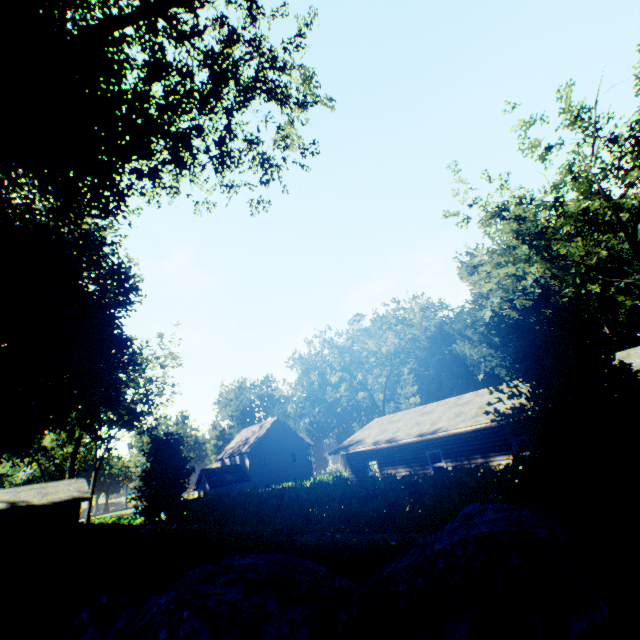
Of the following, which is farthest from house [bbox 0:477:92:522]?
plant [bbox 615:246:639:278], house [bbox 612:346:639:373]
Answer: plant [bbox 615:246:639:278]

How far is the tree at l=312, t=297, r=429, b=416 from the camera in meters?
39.3 m

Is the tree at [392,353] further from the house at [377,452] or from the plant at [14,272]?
the plant at [14,272]

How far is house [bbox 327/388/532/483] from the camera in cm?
1698

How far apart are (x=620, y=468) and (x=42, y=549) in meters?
7.1

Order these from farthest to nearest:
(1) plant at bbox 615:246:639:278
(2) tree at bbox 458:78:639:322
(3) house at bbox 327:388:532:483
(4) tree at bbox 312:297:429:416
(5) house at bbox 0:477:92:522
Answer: (1) plant at bbox 615:246:639:278 < (4) tree at bbox 312:297:429:416 < (5) house at bbox 0:477:92:522 < (2) tree at bbox 458:78:639:322 < (3) house at bbox 327:388:532:483

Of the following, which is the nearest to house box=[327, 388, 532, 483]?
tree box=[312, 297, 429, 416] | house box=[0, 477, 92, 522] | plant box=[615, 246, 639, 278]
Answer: tree box=[312, 297, 429, 416]

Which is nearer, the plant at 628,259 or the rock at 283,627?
the rock at 283,627
